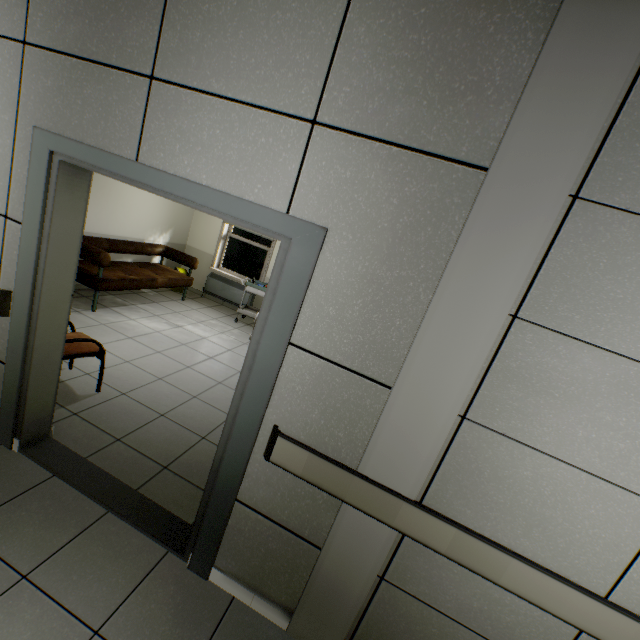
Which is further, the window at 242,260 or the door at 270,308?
the window at 242,260

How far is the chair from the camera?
2.9m

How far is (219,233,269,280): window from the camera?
7.13m

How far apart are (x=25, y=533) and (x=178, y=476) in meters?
0.9 m

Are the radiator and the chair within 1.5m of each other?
no

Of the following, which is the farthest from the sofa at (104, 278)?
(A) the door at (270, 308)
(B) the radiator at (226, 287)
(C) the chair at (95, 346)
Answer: (A) the door at (270, 308)

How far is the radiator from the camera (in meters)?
7.14

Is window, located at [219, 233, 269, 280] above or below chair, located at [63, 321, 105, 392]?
above
